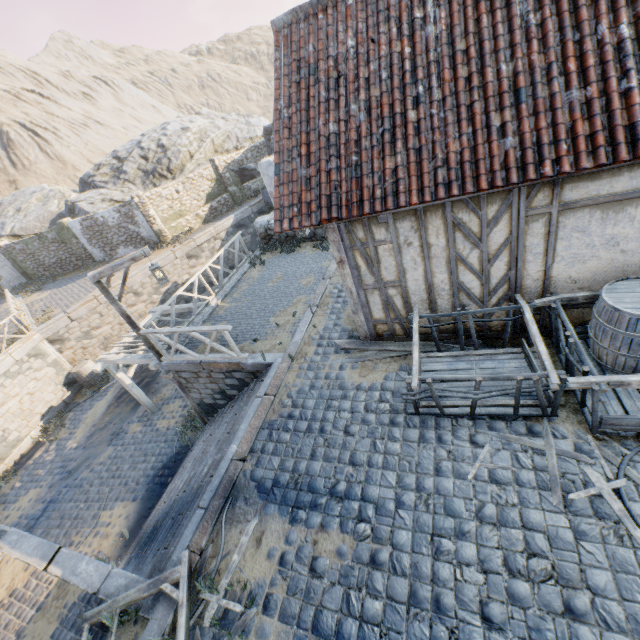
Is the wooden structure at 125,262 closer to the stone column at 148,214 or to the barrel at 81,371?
the barrel at 81,371

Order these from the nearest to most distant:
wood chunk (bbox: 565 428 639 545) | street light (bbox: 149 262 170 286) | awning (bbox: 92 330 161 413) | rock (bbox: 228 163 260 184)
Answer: wood chunk (bbox: 565 428 639 545)
street light (bbox: 149 262 170 286)
awning (bbox: 92 330 161 413)
rock (bbox: 228 163 260 184)

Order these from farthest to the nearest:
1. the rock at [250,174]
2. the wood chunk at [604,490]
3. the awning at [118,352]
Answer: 1. the rock at [250,174]
2. the awning at [118,352]
3. the wood chunk at [604,490]

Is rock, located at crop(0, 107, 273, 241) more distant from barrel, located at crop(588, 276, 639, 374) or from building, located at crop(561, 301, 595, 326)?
barrel, located at crop(588, 276, 639, 374)

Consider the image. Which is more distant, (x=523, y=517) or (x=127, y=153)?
(x=127, y=153)

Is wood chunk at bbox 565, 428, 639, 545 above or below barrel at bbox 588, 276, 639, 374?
below

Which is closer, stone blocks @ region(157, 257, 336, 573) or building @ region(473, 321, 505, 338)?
stone blocks @ region(157, 257, 336, 573)

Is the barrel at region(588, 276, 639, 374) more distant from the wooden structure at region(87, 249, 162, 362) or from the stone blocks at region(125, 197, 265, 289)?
the wooden structure at region(87, 249, 162, 362)
